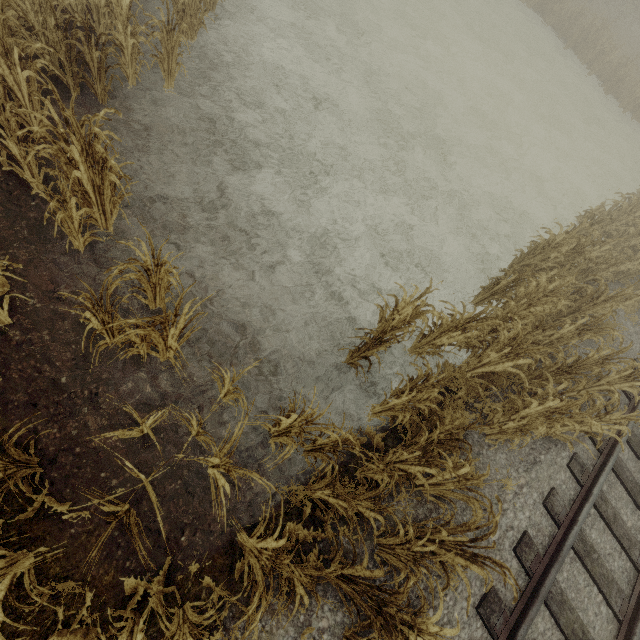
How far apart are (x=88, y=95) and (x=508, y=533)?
9.9m

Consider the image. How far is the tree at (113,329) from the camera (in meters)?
3.19

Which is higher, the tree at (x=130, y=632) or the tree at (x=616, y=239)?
the tree at (x=616, y=239)

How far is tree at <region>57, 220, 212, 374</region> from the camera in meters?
3.2

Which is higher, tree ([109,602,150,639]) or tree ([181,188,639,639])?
tree ([181,188,639,639])

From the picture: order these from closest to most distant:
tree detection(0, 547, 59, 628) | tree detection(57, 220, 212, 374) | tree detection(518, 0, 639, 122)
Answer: → tree detection(0, 547, 59, 628) < tree detection(57, 220, 212, 374) < tree detection(518, 0, 639, 122)

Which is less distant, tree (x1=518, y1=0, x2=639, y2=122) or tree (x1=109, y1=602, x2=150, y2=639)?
tree (x1=109, y1=602, x2=150, y2=639)

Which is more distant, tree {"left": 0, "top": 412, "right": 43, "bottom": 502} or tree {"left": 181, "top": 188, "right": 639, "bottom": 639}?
tree {"left": 181, "top": 188, "right": 639, "bottom": 639}
